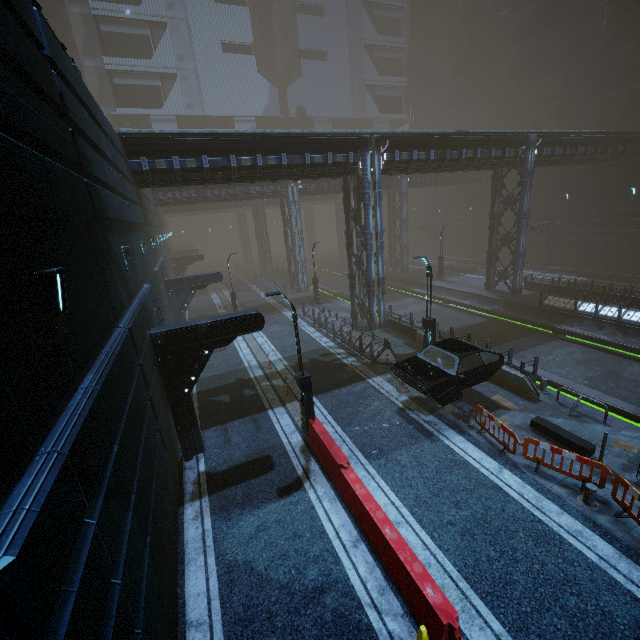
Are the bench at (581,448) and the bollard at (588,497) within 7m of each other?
yes

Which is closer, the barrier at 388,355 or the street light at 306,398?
the street light at 306,398

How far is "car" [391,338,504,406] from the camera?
11.62m

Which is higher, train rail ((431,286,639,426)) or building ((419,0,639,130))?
building ((419,0,639,130))

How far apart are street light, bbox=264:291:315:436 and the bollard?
7.8m

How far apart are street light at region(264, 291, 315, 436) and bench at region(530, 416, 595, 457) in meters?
7.6

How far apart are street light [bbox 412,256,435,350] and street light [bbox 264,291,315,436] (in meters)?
6.92

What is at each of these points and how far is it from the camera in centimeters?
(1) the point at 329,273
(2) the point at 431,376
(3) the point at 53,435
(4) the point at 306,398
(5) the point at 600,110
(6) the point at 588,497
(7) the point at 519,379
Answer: (1) train rail, 5188cm
(2) car, 1192cm
(3) building, 345cm
(4) street light, 1167cm
(5) building, 4075cm
(6) bollard, 837cm
(7) barrier, 1330cm
